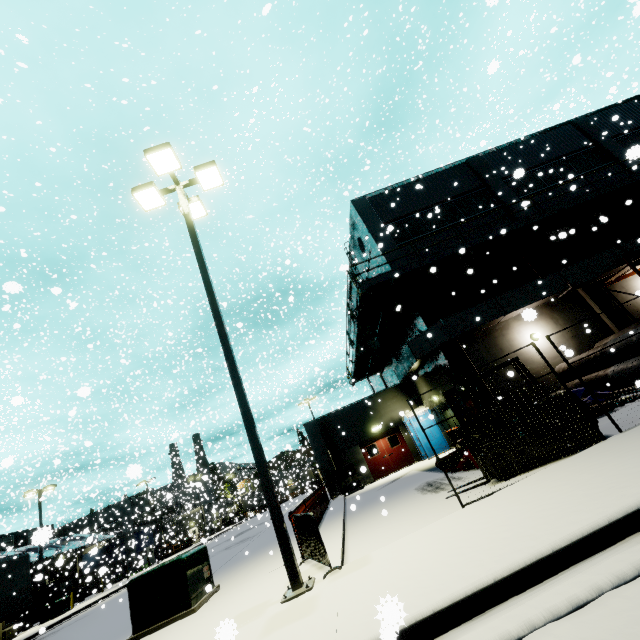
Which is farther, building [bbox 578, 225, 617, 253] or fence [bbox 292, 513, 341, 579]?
building [bbox 578, 225, 617, 253]

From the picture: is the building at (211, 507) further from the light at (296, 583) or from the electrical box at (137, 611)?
the electrical box at (137, 611)

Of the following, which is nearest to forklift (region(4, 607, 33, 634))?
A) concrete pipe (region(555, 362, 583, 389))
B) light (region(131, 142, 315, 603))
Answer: light (region(131, 142, 315, 603))

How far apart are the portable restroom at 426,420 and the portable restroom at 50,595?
44.1 meters

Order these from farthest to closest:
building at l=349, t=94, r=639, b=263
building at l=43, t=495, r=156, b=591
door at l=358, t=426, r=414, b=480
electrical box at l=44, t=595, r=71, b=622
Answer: A:
building at l=43, t=495, r=156, b=591
electrical box at l=44, t=595, r=71, b=622
door at l=358, t=426, r=414, b=480
building at l=349, t=94, r=639, b=263

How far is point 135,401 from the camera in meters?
33.2 m

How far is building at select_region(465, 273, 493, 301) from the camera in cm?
1664

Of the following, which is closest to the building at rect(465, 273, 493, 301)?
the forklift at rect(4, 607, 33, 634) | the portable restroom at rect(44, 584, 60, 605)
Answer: the portable restroom at rect(44, 584, 60, 605)
